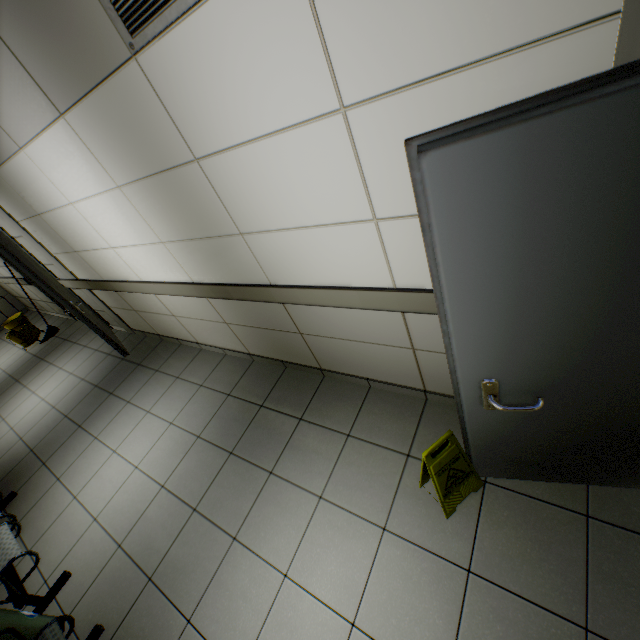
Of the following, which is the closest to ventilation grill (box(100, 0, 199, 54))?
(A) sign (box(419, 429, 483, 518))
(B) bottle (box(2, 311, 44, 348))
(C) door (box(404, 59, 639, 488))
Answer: (C) door (box(404, 59, 639, 488))

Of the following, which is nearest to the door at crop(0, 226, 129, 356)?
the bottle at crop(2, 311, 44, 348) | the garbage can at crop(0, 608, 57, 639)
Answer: the bottle at crop(2, 311, 44, 348)

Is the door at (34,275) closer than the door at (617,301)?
No

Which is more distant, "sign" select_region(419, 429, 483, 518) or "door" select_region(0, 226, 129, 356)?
"door" select_region(0, 226, 129, 356)

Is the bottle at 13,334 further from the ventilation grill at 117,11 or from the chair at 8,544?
the ventilation grill at 117,11

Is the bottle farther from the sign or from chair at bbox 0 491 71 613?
the sign

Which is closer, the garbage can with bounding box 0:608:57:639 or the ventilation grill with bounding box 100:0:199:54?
the ventilation grill with bounding box 100:0:199:54

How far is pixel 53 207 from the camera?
3.3 meters
